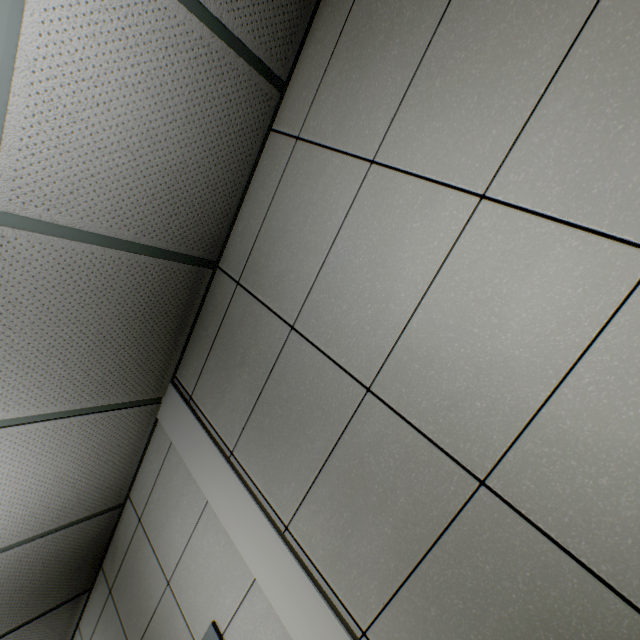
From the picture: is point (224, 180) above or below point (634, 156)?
above
